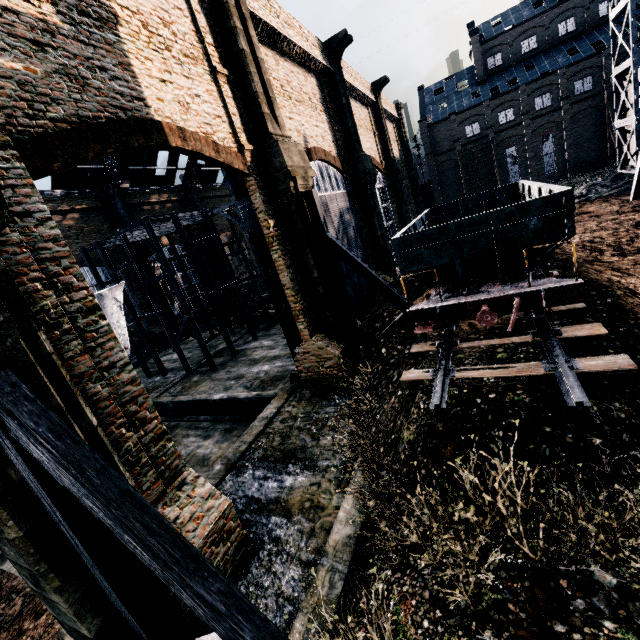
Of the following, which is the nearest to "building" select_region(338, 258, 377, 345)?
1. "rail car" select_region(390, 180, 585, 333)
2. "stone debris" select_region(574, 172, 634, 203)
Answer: "stone debris" select_region(574, 172, 634, 203)

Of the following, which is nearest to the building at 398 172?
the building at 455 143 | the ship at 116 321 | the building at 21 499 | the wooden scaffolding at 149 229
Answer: the ship at 116 321

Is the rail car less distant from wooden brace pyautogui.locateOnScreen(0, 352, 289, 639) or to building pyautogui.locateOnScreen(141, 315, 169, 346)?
building pyautogui.locateOnScreen(141, 315, 169, 346)

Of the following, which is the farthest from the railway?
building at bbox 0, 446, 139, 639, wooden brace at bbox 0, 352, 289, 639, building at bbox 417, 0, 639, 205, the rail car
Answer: building at bbox 0, 446, 139, 639

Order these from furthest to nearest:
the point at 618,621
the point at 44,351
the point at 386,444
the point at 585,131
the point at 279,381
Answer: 1. the point at 585,131
2. the point at 279,381
3. the point at 386,444
4. the point at 44,351
5. the point at 618,621

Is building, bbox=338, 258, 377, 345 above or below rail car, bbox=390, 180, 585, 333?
below

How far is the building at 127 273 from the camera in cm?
3734

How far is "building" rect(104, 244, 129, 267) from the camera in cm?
3623
